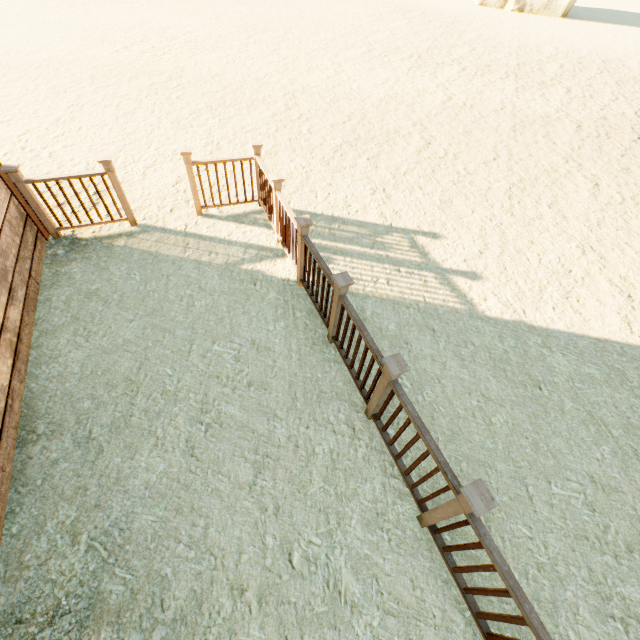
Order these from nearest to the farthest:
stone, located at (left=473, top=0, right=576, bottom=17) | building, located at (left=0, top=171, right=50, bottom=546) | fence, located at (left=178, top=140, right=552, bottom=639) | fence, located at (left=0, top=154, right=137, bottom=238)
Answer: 1. fence, located at (left=178, top=140, right=552, bottom=639)
2. building, located at (left=0, top=171, right=50, bottom=546)
3. fence, located at (left=0, top=154, right=137, bottom=238)
4. stone, located at (left=473, top=0, right=576, bottom=17)

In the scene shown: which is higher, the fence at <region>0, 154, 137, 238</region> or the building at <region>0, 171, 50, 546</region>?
the fence at <region>0, 154, 137, 238</region>

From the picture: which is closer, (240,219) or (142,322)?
(142,322)

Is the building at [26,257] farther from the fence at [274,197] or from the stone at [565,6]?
the stone at [565,6]

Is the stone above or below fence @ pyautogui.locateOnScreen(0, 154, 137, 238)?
below

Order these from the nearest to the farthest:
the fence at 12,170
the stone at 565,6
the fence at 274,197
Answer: the fence at 274,197 → the fence at 12,170 → the stone at 565,6

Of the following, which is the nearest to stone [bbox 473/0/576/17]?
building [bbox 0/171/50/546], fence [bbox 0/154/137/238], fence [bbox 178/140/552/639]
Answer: fence [bbox 178/140/552/639]

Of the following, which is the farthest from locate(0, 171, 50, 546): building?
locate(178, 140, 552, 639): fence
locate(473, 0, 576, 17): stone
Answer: Answer: locate(473, 0, 576, 17): stone
